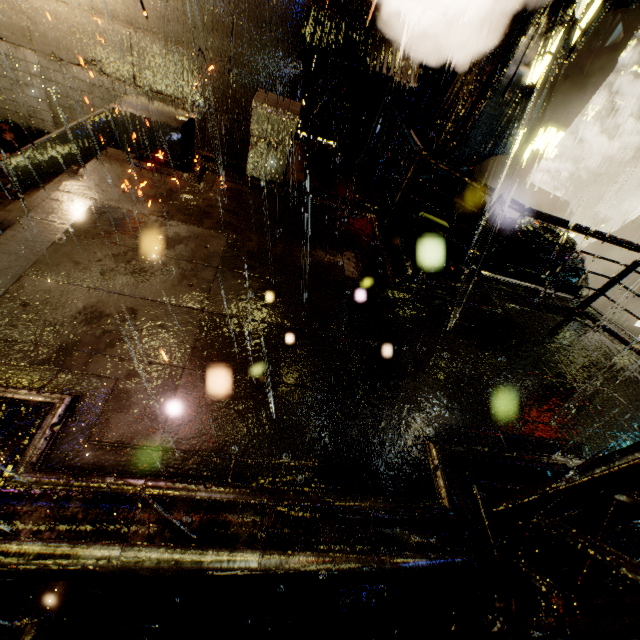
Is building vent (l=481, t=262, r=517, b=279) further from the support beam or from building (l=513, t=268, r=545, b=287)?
the support beam

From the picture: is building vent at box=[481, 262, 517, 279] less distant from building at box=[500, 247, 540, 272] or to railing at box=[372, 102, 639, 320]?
building at box=[500, 247, 540, 272]

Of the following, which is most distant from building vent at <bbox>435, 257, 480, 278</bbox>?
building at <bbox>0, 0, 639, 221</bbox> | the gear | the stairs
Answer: the stairs

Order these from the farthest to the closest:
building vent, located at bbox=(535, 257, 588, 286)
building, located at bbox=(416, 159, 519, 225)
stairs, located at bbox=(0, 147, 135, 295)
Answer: building vent, located at bbox=(535, 257, 588, 286) < building, located at bbox=(416, 159, 519, 225) < stairs, located at bbox=(0, 147, 135, 295)

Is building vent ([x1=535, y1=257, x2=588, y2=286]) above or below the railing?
below

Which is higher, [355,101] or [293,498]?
[355,101]

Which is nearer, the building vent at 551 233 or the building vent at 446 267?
the building vent at 551 233

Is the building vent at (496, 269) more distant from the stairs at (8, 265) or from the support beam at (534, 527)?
the stairs at (8, 265)
